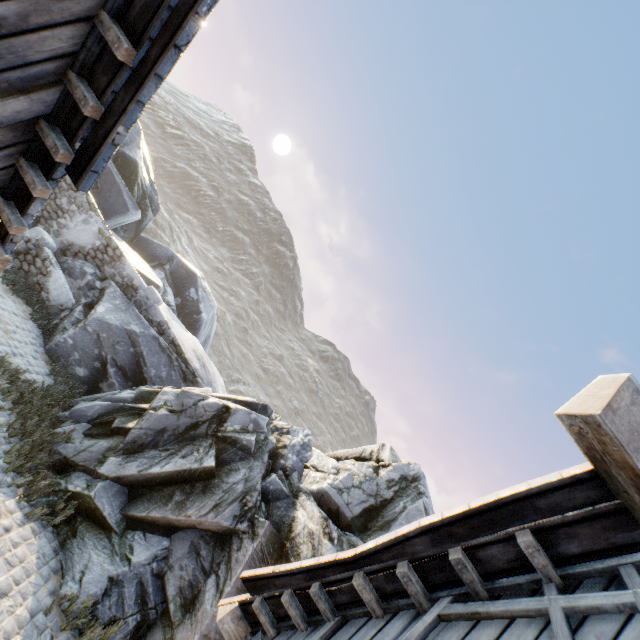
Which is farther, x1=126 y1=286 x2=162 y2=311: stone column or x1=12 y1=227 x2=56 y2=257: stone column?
x1=126 y1=286 x2=162 y2=311: stone column

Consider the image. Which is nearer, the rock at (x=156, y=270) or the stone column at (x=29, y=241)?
the rock at (x=156, y=270)

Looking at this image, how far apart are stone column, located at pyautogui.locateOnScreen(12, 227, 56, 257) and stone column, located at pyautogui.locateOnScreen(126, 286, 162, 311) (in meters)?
2.75

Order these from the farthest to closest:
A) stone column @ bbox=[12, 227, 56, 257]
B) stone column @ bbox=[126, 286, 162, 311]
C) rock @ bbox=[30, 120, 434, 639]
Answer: stone column @ bbox=[126, 286, 162, 311] → stone column @ bbox=[12, 227, 56, 257] → rock @ bbox=[30, 120, 434, 639]

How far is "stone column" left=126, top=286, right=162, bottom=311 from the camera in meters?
12.0 m

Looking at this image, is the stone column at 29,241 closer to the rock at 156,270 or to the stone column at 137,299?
the rock at 156,270

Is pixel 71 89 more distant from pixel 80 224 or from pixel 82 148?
pixel 80 224

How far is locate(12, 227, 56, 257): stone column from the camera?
10.7 meters
